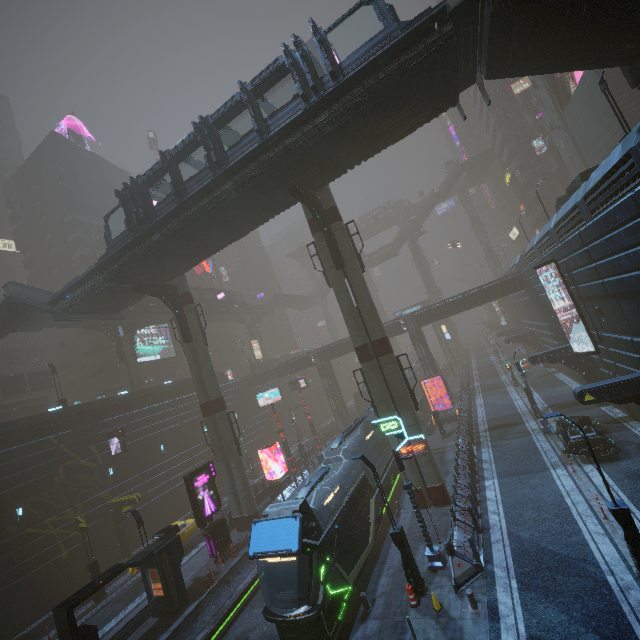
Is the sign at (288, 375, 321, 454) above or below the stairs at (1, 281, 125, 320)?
below

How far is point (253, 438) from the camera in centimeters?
4656cm

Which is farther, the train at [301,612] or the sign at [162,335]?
the sign at [162,335]

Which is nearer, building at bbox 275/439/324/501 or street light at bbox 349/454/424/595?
street light at bbox 349/454/424/595

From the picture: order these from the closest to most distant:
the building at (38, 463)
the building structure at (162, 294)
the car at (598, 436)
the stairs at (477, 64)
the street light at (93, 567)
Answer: the stairs at (477, 64) → the car at (598, 436) → the building at (38, 463) → the street light at (93, 567) → the building structure at (162, 294)

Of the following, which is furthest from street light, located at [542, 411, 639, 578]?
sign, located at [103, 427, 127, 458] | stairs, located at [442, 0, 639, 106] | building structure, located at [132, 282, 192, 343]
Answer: sign, located at [103, 427, 127, 458]

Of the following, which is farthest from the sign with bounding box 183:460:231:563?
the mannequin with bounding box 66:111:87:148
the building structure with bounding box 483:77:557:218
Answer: the mannequin with bounding box 66:111:87:148

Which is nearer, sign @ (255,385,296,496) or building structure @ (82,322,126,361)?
sign @ (255,385,296,496)
